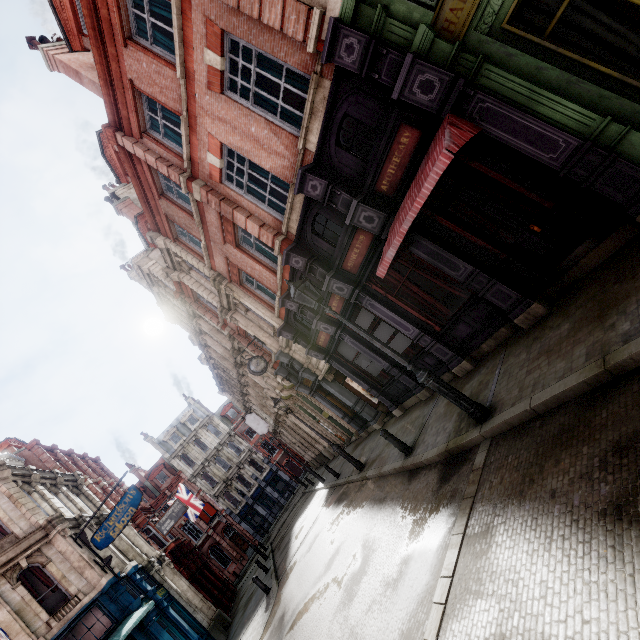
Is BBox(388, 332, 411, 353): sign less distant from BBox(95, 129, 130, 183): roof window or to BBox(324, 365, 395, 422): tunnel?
BBox(324, 365, 395, 422): tunnel

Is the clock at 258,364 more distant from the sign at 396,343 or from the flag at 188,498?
the flag at 188,498

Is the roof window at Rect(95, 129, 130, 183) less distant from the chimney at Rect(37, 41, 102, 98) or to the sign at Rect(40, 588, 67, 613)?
the chimney at Rect(37, 41, 102, 98)

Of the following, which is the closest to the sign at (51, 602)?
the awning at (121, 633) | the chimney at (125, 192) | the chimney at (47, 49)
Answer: the awning at (121, 633)

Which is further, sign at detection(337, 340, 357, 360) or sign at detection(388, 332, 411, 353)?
sign at detection(337, 340, 357, 360)

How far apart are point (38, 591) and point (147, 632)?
5.2 meters

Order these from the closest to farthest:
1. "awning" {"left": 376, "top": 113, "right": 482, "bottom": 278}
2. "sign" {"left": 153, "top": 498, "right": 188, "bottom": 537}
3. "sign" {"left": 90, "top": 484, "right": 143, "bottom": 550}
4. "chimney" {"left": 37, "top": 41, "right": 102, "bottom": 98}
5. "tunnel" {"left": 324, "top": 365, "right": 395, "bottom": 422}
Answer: "awning" {"left": 376, "top": 113, "right": 482, "bottom": 278}
"chimney" {"left": 37, "top": 41, "right": 102, "bottom": 98}
"sign" {"left": 90, "top": 484, "right": 143, "bottom": 550}
"tunnel" {"left": 324, "top": 365, "right": 395, "bottom": 422}
"sign" {"left": 153, "top": 498, "right": 188, "bottom": 537}

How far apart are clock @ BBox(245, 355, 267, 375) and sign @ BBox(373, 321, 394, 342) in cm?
711
